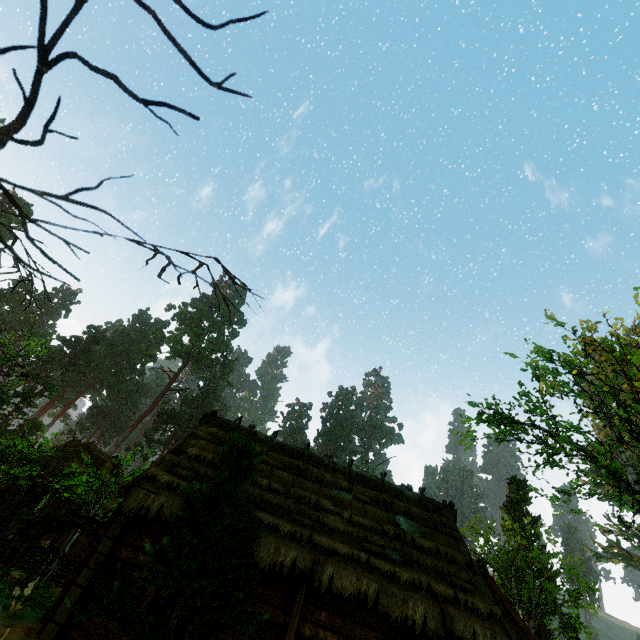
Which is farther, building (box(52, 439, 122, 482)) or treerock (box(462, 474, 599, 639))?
treerock (box(462, 474, 599, 639))

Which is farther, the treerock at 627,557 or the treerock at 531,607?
the treerock at 627,557

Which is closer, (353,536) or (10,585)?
(10,585)

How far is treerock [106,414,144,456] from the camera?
54.8 meters

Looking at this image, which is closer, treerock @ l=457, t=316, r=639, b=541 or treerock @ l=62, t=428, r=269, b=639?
treerock @ l=62, t=428, r=269, b=639

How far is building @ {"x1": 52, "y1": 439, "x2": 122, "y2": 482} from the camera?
22.06m

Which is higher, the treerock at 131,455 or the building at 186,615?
the treerock at 131,455
